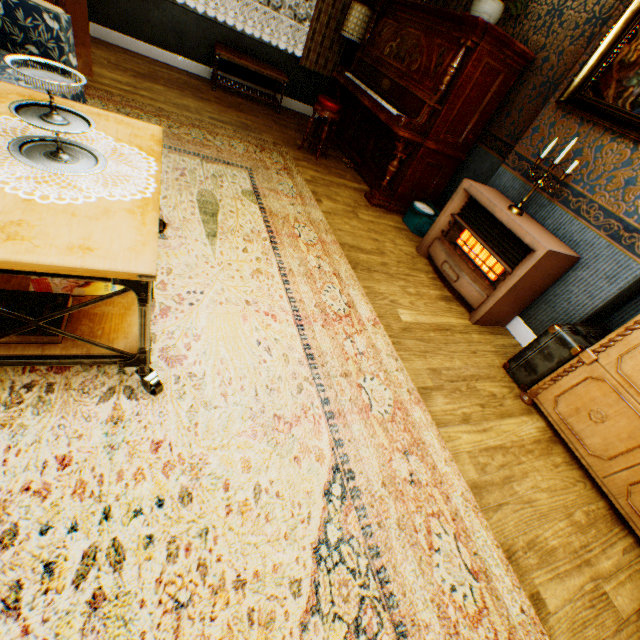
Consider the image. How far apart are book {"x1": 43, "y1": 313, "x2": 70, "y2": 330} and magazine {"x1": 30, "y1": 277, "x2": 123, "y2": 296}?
0.1 meters

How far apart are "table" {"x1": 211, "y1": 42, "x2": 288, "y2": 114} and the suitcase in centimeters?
550cm

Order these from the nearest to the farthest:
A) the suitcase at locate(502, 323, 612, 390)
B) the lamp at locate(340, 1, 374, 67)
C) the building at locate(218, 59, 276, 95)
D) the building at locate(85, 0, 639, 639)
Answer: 1. the building at locate(85, 0, 639, 639)
2. the suitcase at locate(502, 323, 612, 390)
3. the lamp at locate(340, 1, 374, 67)
4. the building at locate(218, 59, 276, 95)

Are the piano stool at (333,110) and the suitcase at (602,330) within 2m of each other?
no

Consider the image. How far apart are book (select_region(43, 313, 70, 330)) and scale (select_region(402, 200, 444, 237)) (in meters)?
3.73

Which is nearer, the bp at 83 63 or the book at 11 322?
the book at 11 322

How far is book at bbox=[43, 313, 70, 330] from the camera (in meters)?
1.23

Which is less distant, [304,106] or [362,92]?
[362,92]
